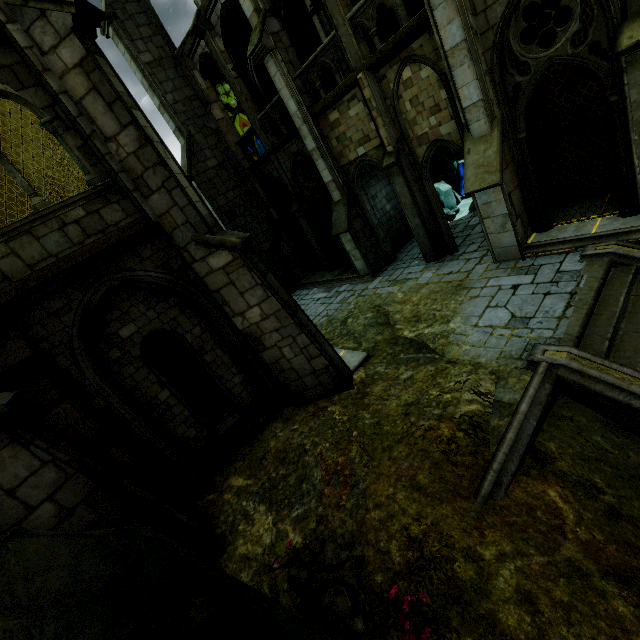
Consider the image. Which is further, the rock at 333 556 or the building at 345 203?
the building at 345 203

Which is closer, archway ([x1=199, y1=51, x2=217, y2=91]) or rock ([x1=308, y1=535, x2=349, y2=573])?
rock ([x1=308, y1=535, x2=349, y2=573])

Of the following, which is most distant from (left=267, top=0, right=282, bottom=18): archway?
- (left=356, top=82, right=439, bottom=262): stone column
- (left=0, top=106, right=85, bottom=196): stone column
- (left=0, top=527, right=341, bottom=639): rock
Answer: (left=0, top=527, right=341, bottom=639): rock

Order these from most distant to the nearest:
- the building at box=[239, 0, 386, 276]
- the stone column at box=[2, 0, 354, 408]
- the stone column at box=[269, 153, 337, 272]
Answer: the stone column at box=[269, 153, 337, 272]
the building at box=[239, 0, 386, 276]
the stone column at box=[2, 0, 354, 408]

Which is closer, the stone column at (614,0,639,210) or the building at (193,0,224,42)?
the stone column at (614,0,639,210)

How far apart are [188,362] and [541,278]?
9.73m

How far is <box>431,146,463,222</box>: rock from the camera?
22.8 meters

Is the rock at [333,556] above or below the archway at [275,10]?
below
